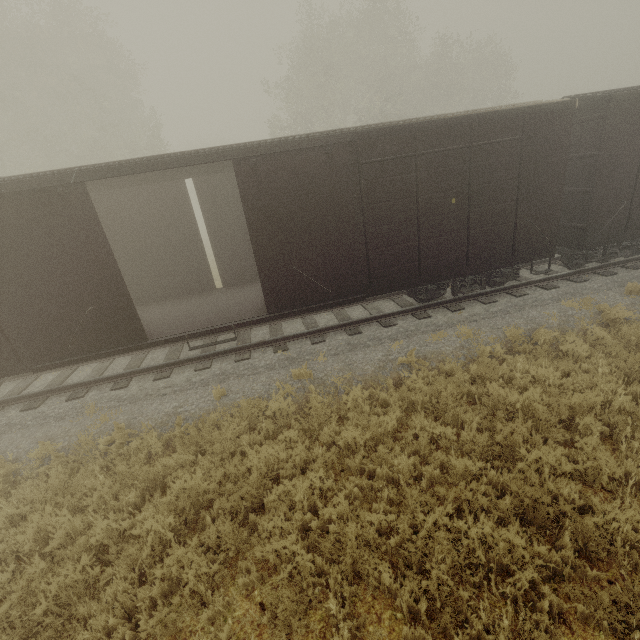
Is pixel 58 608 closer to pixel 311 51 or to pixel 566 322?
pixel 566 322
